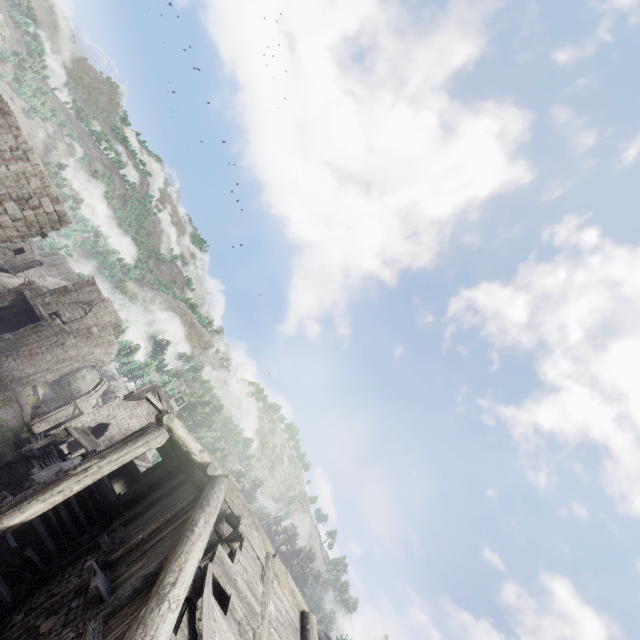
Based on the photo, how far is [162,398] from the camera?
11.98m

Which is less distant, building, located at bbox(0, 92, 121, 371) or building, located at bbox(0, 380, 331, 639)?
building, located at bbox(0, 380, 331, 639)

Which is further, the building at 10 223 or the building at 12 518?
the building at 10 223
